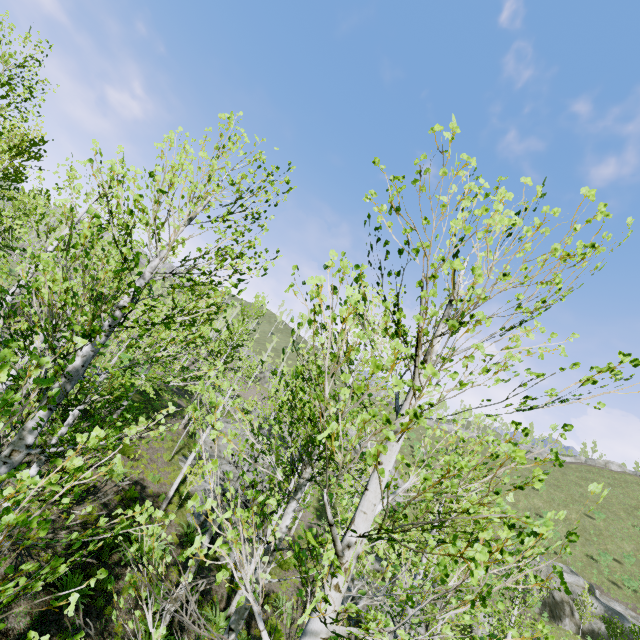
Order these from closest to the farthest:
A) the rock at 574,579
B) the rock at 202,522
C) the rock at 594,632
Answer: the rock at 202,522 < the rock at 594,632 < the rock at 574,579

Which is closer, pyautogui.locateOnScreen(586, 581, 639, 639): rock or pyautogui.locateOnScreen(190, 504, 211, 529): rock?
pyautogui.locateOnScreen(190, 504, 211, 529): rock

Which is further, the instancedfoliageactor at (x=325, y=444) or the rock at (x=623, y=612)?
the rock at (x=623, y=612)

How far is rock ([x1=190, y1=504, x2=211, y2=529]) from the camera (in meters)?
15.04

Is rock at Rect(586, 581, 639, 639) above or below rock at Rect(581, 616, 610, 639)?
above

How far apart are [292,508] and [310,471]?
0.6 meters

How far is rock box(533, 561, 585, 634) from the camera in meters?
28.5 m

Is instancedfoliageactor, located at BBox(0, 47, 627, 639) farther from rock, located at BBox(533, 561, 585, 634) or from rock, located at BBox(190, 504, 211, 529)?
rock, located at BBox(533, 561, 585, 634)
